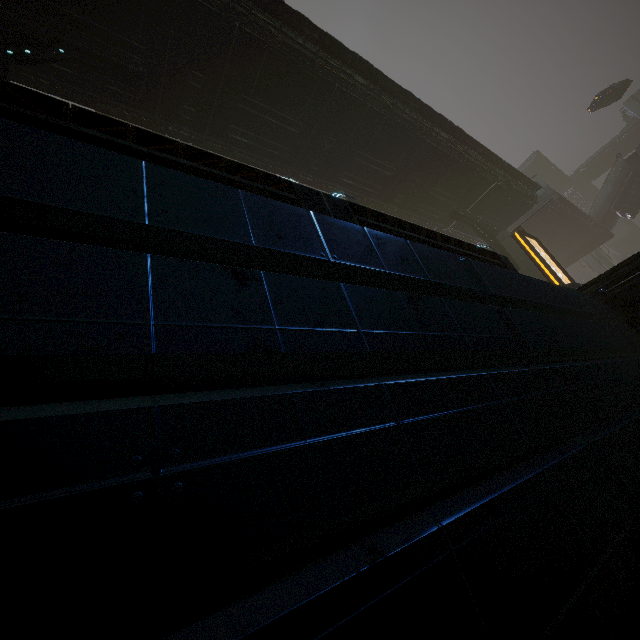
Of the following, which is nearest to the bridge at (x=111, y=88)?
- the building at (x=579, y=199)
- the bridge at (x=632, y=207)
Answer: the bridge at (x=632, y=207)

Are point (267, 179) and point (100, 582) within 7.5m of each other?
yes

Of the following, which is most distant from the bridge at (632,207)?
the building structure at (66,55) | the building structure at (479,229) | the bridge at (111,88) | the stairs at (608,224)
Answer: the building structure at (66,55)

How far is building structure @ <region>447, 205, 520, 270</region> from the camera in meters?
21.1 m

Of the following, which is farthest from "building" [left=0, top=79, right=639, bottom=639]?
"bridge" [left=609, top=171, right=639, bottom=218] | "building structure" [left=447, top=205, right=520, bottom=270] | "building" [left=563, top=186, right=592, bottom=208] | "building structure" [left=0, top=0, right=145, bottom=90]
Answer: "bridge" [left=609, top=171, right=639, bottom=218]

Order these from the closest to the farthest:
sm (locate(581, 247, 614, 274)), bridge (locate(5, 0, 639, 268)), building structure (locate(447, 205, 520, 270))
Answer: bridge (locate(5, 0, 639, 268)) < building structure (locate(447, 205, 520, 270)) < sm (locate(581, 247, 614, 274))

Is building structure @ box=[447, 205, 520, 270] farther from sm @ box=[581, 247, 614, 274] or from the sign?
the sign

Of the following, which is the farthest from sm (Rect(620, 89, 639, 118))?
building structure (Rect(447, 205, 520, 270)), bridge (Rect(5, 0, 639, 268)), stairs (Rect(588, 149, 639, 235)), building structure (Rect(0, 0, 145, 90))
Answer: building structure (Rect(0, 0, 145, 90))
